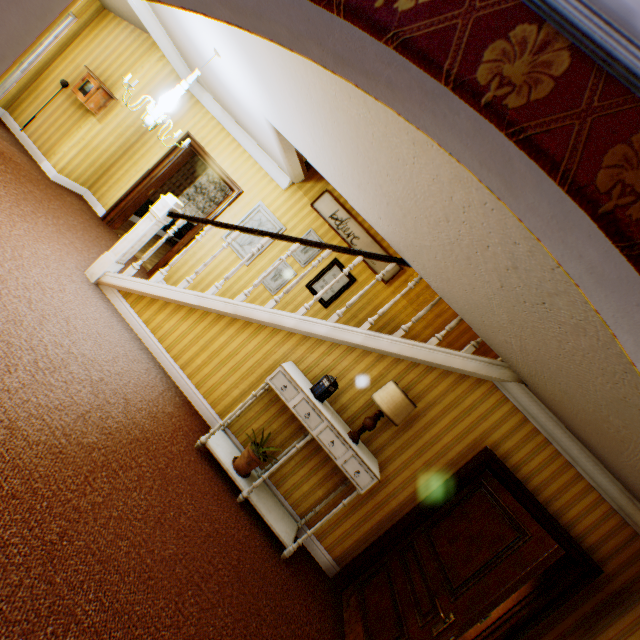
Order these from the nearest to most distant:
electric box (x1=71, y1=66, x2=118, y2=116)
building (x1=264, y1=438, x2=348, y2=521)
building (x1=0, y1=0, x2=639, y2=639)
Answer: building (x1=0, y1=0, x2=639, y2=639)
building (x1=264, y1=438, x2=348, y2=521)
electric box (x1=71, y1=66, x2=118, y2=116)

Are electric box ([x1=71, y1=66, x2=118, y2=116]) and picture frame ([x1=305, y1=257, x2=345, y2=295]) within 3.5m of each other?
no

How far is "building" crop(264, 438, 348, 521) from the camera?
3.92m

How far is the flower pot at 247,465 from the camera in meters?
3.6 m

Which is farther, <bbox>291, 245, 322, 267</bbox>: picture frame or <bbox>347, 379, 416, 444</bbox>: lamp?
<bbox>291, 245, 322, 267</bbox>: picture frame

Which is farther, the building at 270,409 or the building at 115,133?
the building at 270,409

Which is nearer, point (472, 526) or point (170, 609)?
point (170, 609)

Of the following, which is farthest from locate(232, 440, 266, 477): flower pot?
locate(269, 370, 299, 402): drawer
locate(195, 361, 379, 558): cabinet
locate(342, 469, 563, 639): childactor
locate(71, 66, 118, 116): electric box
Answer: locate(71, 66, 118, 116): electric box
